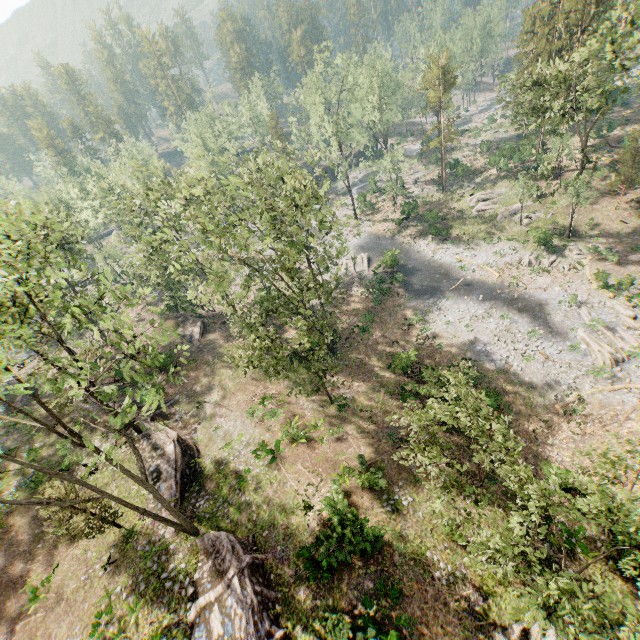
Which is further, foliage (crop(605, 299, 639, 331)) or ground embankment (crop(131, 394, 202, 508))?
foliage (crop(605, 299, 639, 331))

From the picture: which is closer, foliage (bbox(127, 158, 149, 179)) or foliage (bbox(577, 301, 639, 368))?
foliage (bbox(577, 301, 639, 368))

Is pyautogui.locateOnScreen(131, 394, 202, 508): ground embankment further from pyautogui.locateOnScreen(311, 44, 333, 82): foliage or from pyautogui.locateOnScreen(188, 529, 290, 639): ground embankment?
pyautogui.locateOnScreen(188, 529, 290, 639): ground embankment

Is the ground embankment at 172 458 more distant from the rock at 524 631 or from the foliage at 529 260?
the rock at 524 631

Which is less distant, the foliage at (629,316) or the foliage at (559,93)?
the foliage at (559,93)

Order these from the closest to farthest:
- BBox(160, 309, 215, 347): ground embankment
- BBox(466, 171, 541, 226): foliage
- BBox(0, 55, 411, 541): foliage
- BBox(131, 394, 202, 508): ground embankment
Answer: BBox(0, 55, 411, 541): foliage → BBox(131, 394, 202, 508): ground embankment → BBox(466, 171, 541, 226): foliage → BBox(160, 309, 215, 347): ground embankment

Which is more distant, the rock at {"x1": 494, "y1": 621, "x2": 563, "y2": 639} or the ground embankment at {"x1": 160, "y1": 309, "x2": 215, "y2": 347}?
the ground embankment at {"x1": 160, "y1": 309, "x2": 215, "y2": 347}

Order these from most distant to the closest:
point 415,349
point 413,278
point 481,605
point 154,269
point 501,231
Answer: point 501,231
point 154,269
point 413,278
point 415,349
point 481,605
